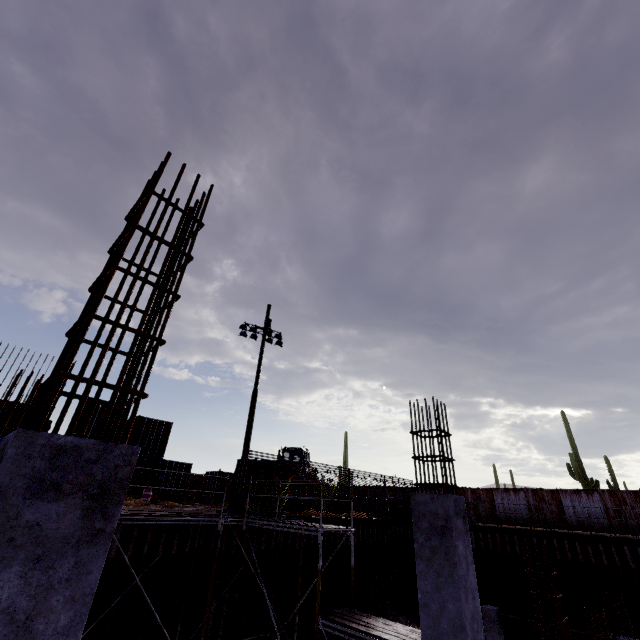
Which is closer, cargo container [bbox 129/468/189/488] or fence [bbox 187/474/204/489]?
cargo container [bbox 129/468/189/488]

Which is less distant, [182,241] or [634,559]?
[182,241]

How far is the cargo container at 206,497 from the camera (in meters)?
26.36

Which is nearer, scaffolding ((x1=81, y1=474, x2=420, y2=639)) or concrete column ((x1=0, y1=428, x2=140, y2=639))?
concrete column ((x1=0, y1=428, x2=140, y2=639))

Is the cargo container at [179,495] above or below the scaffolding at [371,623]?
above

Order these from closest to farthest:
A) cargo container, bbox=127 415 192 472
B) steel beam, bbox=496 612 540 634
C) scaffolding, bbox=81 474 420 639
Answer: scaffolding, bbox=81 474 420 639
steel beam, bbox=496 612 540 634
cargo container, bbox=127 415 192 472

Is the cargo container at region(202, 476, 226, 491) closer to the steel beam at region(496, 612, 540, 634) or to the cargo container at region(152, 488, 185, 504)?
the cargo container at region(152, 488, 185, 504)
